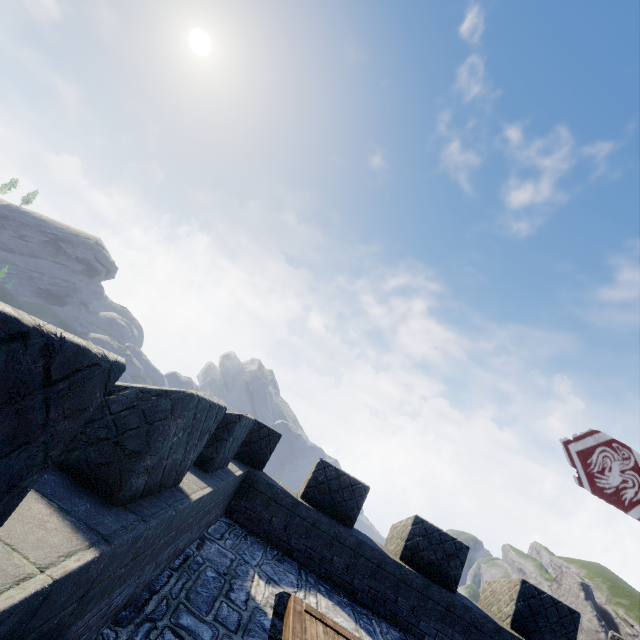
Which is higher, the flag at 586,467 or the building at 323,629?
the flag at 586,467

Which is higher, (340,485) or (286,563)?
(340,485)

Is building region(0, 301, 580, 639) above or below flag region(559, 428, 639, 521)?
below

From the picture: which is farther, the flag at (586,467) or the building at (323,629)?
the flag at (586,467)

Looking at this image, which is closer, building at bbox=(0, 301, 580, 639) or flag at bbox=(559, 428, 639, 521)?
building at bbox=(0, 301, 580, 639)
